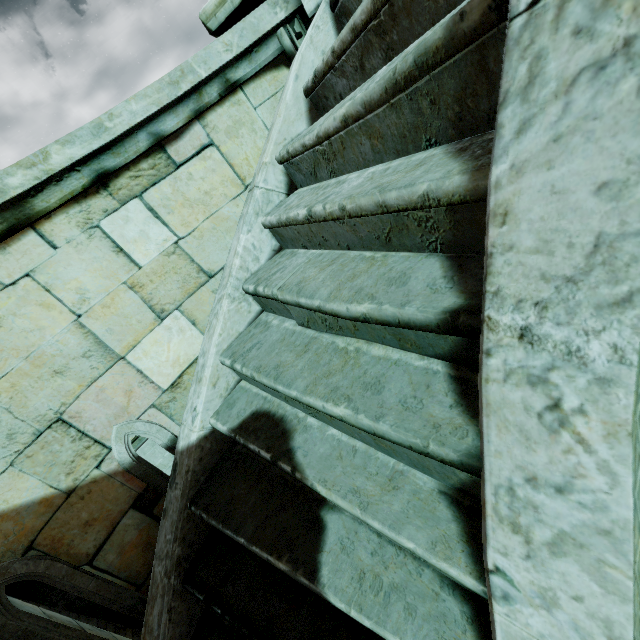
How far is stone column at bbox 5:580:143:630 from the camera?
8.7 meters

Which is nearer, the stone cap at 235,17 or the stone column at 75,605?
the stone cap at 235,17

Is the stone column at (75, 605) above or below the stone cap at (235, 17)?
below

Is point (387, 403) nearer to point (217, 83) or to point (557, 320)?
point (557, 320)

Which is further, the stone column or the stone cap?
the stone column

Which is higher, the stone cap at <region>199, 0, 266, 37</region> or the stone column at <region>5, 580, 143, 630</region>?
the stone cap at <region>199, 0, 266, 37</region>
